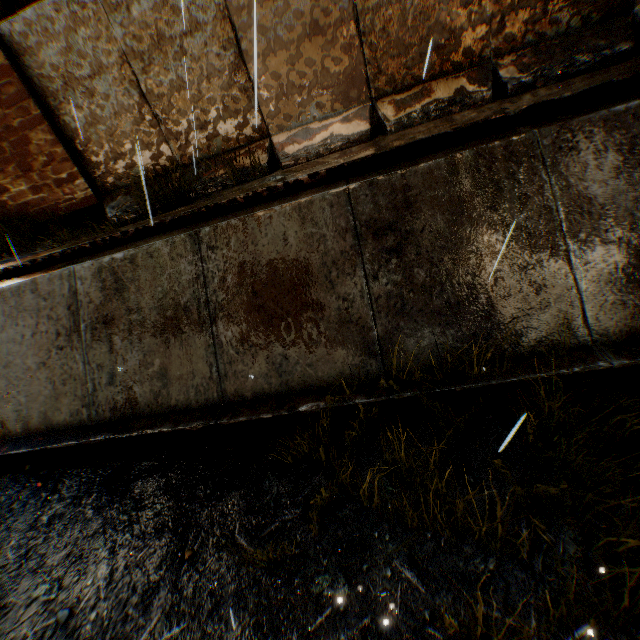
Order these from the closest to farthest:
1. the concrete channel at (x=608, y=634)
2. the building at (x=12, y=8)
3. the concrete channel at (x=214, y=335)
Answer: the concrete channel at (x=608, y=634) → the concrete channel at (x=214, y=335) → the building at (x=12, y=8)

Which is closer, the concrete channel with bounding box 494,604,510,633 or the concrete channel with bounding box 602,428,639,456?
the concrete channel with bounding box 494,604,510,633

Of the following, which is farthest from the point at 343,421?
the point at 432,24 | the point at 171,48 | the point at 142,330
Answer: the point at 171,48

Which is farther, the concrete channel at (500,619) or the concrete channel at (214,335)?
the concrete channel at (214,335)

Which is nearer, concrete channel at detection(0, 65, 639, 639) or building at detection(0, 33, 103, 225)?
concrete channel at detection(0, 65, 639, 639)

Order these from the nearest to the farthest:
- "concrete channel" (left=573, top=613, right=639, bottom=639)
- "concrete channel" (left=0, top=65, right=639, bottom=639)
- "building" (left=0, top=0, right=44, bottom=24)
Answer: "concrete channel" (left=573, top=613, right=639, bottom=639) < "concrete channel" (left=0, top=65, right=639, bottom=639) < "building" (left=0, top=0, right=44, bottom=24)

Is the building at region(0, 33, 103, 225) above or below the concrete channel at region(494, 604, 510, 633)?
above
